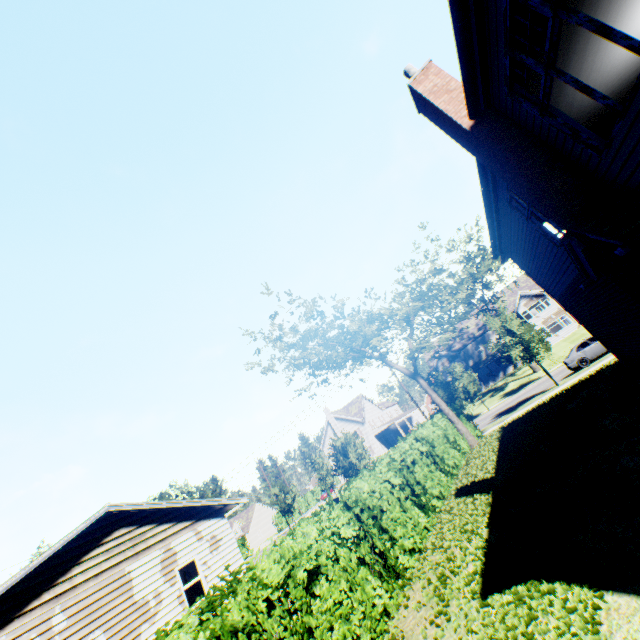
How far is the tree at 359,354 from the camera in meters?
19.0 m

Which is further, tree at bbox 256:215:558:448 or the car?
the car

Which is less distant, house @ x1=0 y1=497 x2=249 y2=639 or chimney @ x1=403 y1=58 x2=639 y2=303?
chimney @ x1=403 y1=58 x2=639 y2=303

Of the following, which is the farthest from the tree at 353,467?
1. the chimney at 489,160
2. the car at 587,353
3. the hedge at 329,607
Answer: the chimney at 489,160

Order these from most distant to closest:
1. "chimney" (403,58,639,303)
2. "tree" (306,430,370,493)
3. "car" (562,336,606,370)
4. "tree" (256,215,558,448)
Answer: "tree" (306,430,370,493), "car" (562,336,606,370), "tree" (256,215,558,448), "chimney" (403,58,639,303)

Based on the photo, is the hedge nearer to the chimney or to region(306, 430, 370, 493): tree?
the chimney

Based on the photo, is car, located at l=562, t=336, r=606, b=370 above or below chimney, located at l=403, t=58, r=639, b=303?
below

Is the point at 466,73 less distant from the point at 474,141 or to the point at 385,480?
the point at 474,141
